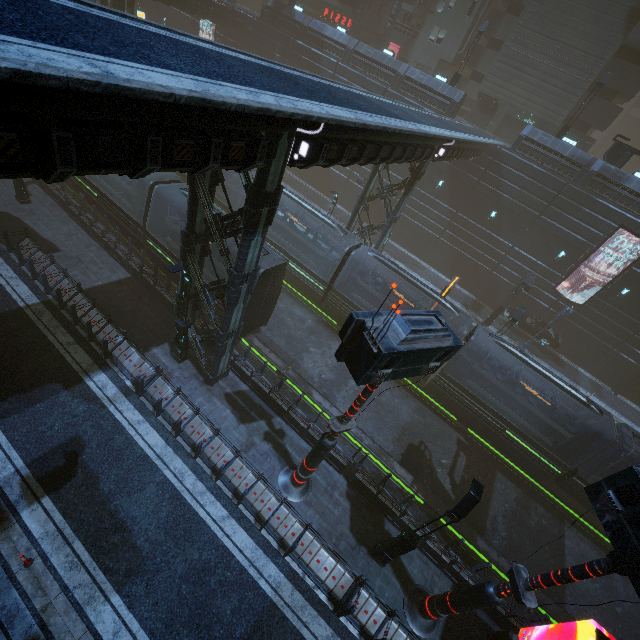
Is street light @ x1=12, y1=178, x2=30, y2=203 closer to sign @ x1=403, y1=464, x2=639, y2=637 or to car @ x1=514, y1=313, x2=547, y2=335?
sign @ x1=403, y1=464, x2=639, y2=637

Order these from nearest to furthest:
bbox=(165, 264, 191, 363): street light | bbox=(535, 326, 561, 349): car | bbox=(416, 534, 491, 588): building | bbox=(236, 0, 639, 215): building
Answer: bbox=(165, 264, 191, 363): street light < bbox=(416, 534, 491, 588): building < bbox=(236, 0, 639, 215): building < bbox=(535, 326, 561, 349): car

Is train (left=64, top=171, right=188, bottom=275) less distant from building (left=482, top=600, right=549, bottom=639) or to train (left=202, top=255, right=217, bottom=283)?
train (left=202, top=255, right=217, bottom=283)

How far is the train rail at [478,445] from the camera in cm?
1537

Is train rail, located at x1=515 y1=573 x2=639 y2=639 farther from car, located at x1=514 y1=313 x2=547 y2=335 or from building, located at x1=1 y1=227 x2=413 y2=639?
car, located at x1=514 y1=313 x2=547 y2=335

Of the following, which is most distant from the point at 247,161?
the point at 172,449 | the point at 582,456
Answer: the point at 582,456

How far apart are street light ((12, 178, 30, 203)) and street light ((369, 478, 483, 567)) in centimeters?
→ 2600cm

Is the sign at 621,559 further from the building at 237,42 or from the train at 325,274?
the train at 325,274
